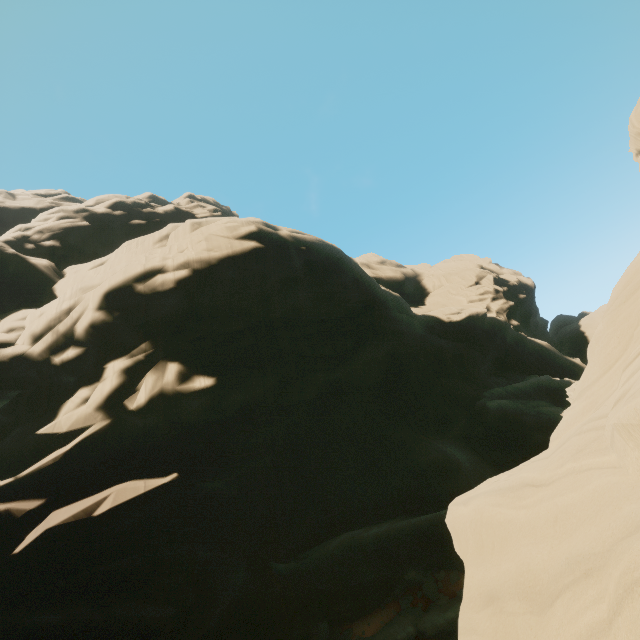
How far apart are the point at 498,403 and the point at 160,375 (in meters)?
28.96

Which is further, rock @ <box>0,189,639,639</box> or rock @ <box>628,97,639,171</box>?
rock @ <box>628,97,639,171</box>

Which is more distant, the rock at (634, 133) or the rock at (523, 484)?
the rock at (634, 133)
